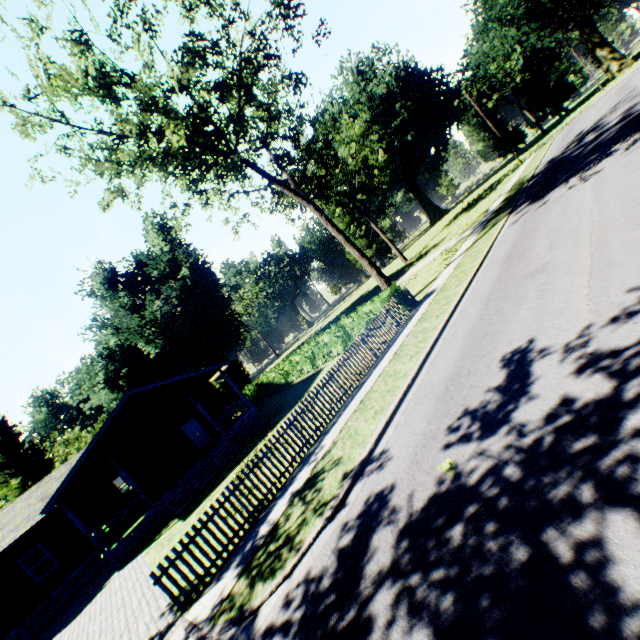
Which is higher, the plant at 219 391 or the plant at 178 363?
the plant at 178 363

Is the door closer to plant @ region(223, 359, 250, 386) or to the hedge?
the hedge

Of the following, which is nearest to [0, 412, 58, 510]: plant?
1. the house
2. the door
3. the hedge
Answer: the hedge

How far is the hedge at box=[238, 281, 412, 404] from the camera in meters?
16.5 m

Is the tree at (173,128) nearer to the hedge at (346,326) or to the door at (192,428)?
the hedge at (346,326)

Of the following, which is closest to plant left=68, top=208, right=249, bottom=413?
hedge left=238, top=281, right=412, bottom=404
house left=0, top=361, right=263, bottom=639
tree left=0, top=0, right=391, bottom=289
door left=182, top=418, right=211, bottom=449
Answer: tree left=0, top=0, right=391, bottom=289

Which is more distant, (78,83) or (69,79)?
(78,83)

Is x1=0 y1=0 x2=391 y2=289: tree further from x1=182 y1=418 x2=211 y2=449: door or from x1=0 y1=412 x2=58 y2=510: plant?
x1=0 y1=412 x2=58 y2=510: plant
